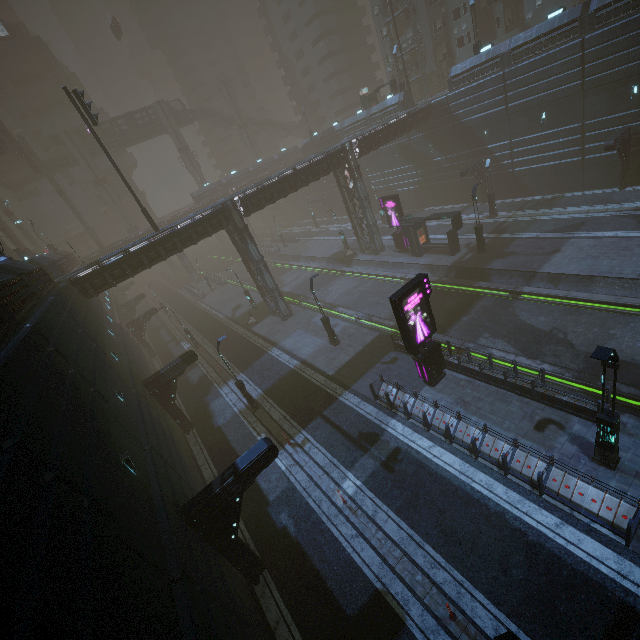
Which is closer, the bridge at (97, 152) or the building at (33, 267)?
A: the building at (33, 267)

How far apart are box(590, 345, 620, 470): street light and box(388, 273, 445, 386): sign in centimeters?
679cm

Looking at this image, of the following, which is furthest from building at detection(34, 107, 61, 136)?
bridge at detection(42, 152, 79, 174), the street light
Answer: the street light

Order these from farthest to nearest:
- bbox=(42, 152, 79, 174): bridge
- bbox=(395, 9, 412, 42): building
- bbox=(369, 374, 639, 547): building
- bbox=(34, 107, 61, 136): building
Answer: bbox=(34, 107, 61, 136): building
bbox=(42, 152, 79, 174): bridge
bbox=(395, 9, 412, 42): building
bbox=(369, 374, 639, 547): building

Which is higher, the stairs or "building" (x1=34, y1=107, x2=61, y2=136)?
"building" (x1=34, y1=107, x2=61, y2=136)

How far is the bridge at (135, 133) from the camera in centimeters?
5731cm

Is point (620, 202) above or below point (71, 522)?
below

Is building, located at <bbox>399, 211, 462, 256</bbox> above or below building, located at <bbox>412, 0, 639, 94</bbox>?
below
